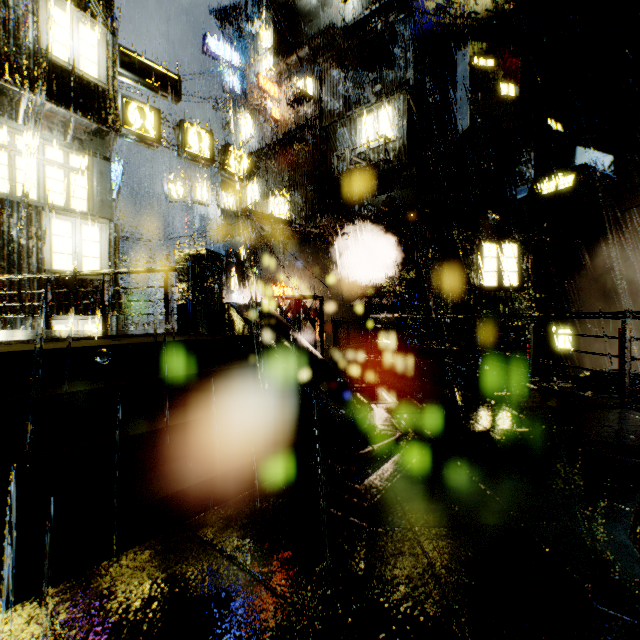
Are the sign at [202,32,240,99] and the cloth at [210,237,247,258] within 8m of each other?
no

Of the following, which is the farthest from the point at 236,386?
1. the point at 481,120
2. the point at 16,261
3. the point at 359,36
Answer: the point at 359,36

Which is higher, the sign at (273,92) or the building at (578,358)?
the sign at (273,92)

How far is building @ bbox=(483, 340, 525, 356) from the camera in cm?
1620

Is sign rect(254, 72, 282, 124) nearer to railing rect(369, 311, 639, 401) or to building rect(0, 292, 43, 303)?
building rect(0, 292, 43, 303)

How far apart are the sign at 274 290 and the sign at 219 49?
17.8 meters

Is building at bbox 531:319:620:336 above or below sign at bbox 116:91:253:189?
below

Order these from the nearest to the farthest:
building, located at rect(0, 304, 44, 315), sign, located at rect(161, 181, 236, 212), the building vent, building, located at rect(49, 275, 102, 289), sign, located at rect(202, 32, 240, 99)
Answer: building, located at rect(0, 304, 44, 315) → building, located at rect(49, 275, 102, 289) → the building vent → sign, located at rect(161, 181, 236, 212) → sign, located at rect(202, 32, 240, 99)
